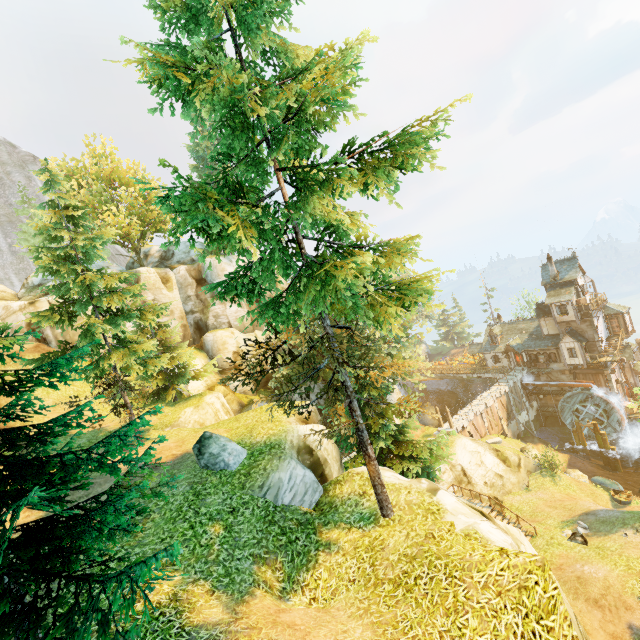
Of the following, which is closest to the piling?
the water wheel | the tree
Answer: the water wheel

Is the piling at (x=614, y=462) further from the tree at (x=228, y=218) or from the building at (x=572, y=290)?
the tree at (x=228, y=218)

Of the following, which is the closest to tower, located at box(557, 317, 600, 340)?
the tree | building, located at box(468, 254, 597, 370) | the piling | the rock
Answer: building, located at box(468, 254, 597, 370)

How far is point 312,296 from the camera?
7.9m

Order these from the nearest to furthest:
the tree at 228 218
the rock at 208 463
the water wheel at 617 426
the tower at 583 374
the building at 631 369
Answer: the tree at 228 218 < the rock at 208 463 < the water wheel at 617 426 < the tower at 583 374 < the building at 631 369

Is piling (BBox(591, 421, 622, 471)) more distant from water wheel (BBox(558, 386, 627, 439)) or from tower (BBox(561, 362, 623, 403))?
tower (BBox(561, 362, 623, 403))

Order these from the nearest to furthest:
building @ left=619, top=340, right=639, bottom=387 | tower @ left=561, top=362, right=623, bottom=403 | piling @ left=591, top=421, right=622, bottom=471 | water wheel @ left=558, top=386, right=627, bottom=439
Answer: piling @ left=591, top=421, right=622, bottom=471 → water wheel @ left=558, top=386, right=627, bottom=439 → tower @ left=561, top=362, right=623, bottom=403 → building @ left=619, top=340, right=639, bottom=387
